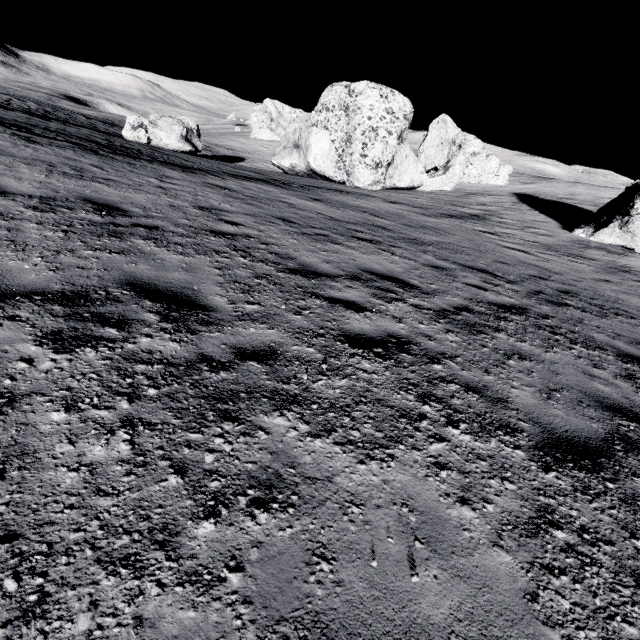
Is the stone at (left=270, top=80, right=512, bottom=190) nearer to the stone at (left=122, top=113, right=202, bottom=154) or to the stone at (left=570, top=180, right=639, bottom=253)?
the stone at (left=122, top=113, right=202, bottom=154)

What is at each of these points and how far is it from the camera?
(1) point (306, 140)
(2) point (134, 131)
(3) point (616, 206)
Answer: (1) stone, 27.4 meters
(2) stone, 24.5 meters
(3) stone, 19.1 meters

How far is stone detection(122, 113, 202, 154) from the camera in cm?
2445

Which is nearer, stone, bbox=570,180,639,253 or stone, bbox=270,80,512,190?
stone, bbox=570,180,639,253

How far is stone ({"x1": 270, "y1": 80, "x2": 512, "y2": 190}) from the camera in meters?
24.0 m

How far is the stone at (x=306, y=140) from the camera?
24.0m

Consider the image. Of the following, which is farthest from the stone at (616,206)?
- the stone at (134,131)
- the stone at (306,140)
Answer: the stone at (134,131)
